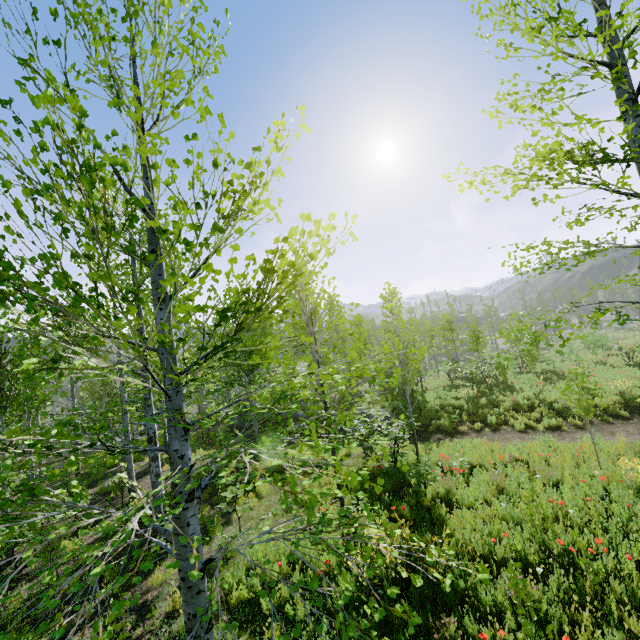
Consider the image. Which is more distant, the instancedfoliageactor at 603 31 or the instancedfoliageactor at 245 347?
the instancedfoliageactor at 603 31

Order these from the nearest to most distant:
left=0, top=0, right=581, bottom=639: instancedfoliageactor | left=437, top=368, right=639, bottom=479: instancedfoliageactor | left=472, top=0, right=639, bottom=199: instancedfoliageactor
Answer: left=0, top=0, right=581, bottom=639: instancedfoliageactor, left=472, top=0, right=639, bottom=199: instancedfoliageactor, left=437, top=368, right=639, bottom=479: instancedfoliageactor

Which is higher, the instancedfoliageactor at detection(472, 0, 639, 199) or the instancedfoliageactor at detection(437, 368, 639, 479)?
the instancedfoliageactor at detection(472, 0, 639, 199)

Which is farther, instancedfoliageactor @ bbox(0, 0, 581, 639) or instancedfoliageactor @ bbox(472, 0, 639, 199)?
instancedfoliageactor @ bbox(472, 0, 639, 199)

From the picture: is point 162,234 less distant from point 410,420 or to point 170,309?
point 170,309
